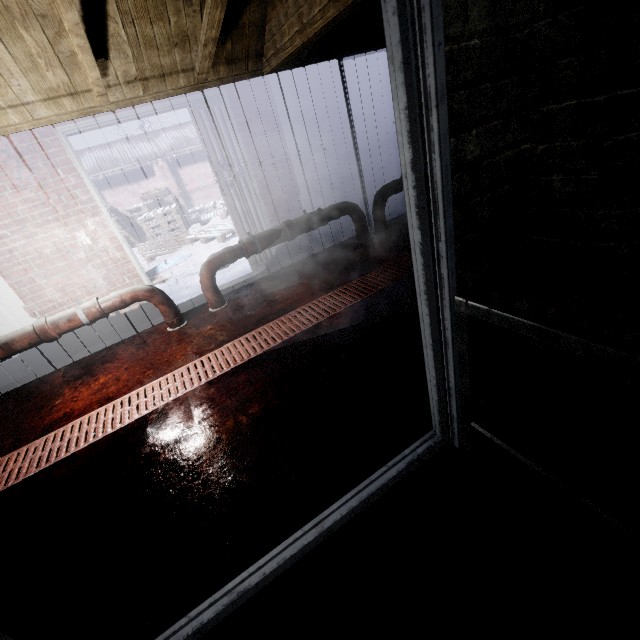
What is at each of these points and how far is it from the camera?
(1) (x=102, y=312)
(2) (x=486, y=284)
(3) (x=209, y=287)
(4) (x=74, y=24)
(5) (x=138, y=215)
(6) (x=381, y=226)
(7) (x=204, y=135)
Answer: (1) pipe, 3.0 meters
(2) table, 1.1 meters
(3) pipe, 3.4 meters
(4) beam, 1.9 meters
(5) instancedfoliageactor, 10.0 meters
(6) pipe, 4.2 meters
(7) door, 3.4 meters

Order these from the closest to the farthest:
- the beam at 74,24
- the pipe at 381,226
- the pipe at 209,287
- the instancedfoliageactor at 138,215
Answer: the beam at 74,24 < the pipe at 209,287 < the pipe at 381,226 < the instancedfoliageactor at 138,215

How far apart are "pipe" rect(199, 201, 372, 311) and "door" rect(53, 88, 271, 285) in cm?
37

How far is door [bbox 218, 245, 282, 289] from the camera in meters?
4.1

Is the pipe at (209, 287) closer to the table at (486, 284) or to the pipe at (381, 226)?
the pipe at (381, 226)

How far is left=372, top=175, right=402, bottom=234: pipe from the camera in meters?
4.1

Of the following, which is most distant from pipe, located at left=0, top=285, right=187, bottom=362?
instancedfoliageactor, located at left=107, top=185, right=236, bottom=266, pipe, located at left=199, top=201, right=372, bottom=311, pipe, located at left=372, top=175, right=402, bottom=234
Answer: pipe, located at left=372, top=175, right=402, bottom=234
